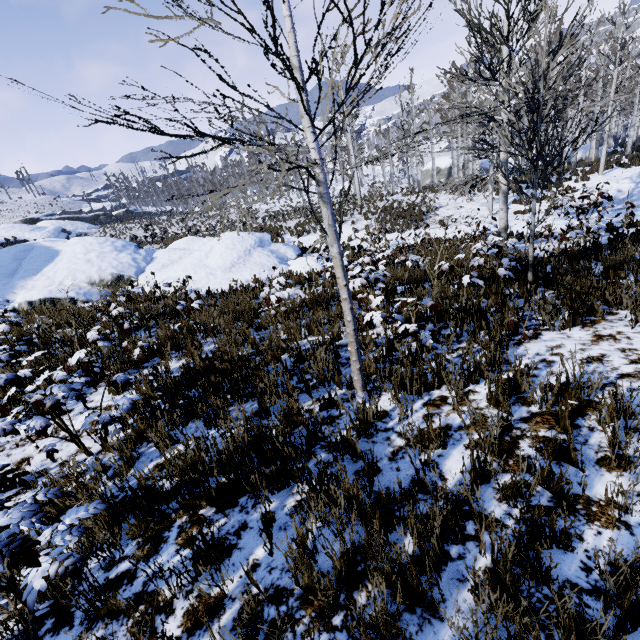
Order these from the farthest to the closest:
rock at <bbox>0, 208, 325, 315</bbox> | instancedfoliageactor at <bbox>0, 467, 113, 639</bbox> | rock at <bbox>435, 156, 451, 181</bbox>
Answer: rock at <bbox>435, 156, 451, 181</bbox> < rock at <bbox>0, 208, 325, 315</bbox> < instancedfoliageactor at <bbox>0, 467, 113, 639</bbox>

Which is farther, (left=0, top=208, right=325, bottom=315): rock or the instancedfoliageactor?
(left=0, top=208, right=325, bottom=315): rock

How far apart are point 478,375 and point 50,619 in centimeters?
427cm

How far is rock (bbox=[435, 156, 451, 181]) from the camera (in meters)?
41.19

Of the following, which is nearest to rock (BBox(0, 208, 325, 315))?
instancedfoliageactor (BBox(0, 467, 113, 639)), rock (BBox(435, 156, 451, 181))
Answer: instancedfoliageactor (BBox(0, 467, 113, 639))

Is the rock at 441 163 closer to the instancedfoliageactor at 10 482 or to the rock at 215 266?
the rock at 215 266

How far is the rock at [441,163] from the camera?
41.2m

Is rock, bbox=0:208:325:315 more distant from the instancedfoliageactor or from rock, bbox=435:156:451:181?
rock, bbox=435:156:451:181
